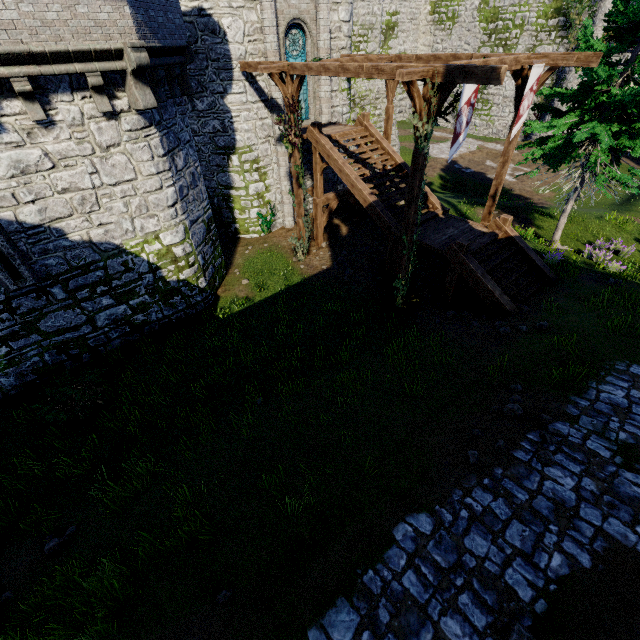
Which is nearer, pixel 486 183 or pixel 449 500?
pixel 449 500

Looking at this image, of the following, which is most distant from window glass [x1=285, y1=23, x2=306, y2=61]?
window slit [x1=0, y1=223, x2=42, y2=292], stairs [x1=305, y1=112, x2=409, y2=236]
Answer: window slit [x1=0, y1=223, x2=42, y2=292]

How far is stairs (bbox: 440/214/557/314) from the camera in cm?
1082

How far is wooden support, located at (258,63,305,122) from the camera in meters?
11.1

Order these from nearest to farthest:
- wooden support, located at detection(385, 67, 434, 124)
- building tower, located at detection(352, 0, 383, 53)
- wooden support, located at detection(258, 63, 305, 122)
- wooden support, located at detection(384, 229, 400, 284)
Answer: wooden support, located at detection(385, 67, 434, 124), wooden support, located at detection(258, 63, 305, 122), wooden support, located at detection(384, 229, 400, 284), building tower, located at detection(352, 0, 383, 53)

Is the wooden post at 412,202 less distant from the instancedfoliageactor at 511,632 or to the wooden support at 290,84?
the wooden support at 290,84

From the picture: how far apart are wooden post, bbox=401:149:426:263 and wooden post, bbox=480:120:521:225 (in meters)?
5.45

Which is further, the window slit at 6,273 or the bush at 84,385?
the bush at 84,385
